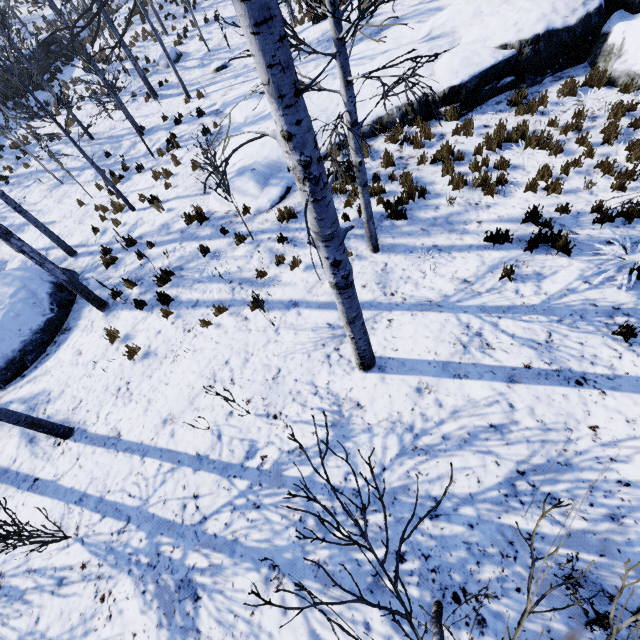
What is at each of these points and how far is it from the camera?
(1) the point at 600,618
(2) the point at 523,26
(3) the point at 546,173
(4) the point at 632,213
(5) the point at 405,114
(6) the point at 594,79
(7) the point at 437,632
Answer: (1) instancedfoliageactor, 2.8m
(2) rock, 8.0m
(3) instancedfoliageactor, 6.6m
(4) instancedfoliageactor, 5.6m
(5) rock, 8.7m
(6) instancedfoliageactor, 7.8m
(7) instancedfoliageactor, 2.1m

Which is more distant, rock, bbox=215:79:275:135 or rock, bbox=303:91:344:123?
rock, bbox=215:79:275:135

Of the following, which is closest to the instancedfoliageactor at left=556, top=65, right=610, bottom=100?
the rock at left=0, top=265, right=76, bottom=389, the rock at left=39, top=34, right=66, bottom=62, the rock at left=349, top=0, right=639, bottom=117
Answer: the rock at left=39, top=34, right=66, bottom=62

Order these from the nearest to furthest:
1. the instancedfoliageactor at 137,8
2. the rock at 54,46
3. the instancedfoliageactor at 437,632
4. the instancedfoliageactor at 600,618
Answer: the instancedfoliageactor at 600,618
the instancedfoliageactor at 437,632
the instancedfoliageactor at 137,8
the rock at 54,46

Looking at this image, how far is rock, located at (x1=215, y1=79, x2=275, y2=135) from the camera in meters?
10.7 m

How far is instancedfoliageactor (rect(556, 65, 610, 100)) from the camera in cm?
763

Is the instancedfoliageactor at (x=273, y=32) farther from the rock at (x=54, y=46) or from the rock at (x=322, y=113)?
the rock at (x=322, y=113)
